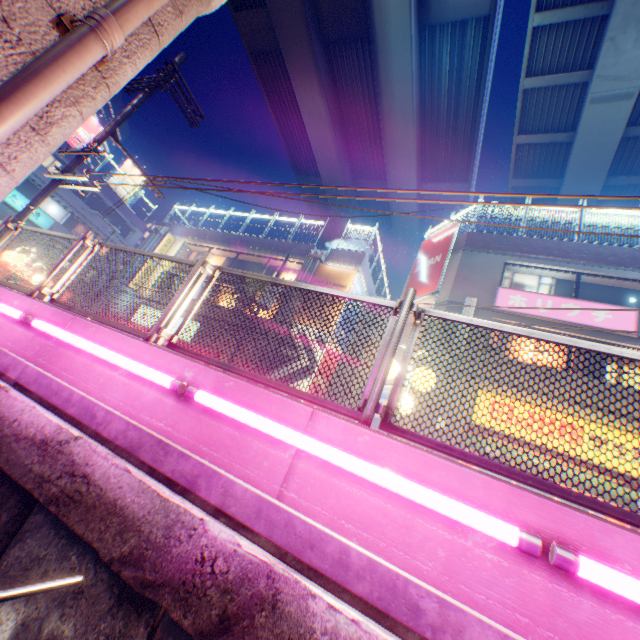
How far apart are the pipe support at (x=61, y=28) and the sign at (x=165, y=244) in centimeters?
2456cm

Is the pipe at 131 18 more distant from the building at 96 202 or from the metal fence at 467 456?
the building at 96 202

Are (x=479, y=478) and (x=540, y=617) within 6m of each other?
yes

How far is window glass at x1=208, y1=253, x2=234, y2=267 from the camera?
24.6m

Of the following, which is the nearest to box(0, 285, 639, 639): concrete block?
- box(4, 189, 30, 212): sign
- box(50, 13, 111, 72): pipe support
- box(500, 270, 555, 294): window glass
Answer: box(50, 13, 111, 72): pipe support

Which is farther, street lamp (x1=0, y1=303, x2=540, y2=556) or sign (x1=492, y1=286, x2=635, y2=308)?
sign (x1=492, y1=286, x2=635, y2=308)

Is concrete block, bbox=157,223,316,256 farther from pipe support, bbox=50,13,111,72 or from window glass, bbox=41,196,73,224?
pipe support, bbox=50,13,111,72

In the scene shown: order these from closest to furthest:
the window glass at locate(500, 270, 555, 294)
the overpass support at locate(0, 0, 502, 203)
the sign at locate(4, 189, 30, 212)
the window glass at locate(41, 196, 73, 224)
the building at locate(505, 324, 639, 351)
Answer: the overpass support at locate(0, 0, 502, 203), the building at locate(505, 324, 639, 351), the window glass at locate(500, 270, 555, 294), the sign at locate(4, 189, 30, 212), the window glass at locate(41, 196, 73, 224)
